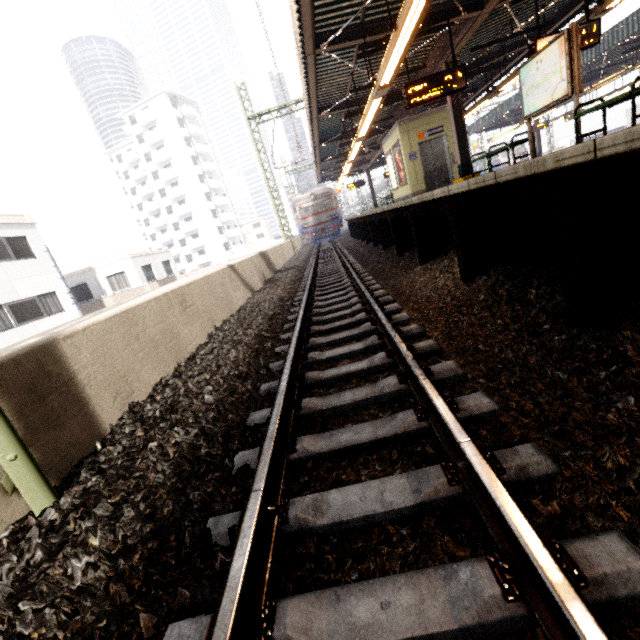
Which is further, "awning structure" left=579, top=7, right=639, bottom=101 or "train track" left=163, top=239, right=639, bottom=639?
"awning structure" left=579, top=7, right=639, bottom=101

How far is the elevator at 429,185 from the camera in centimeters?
1270cm

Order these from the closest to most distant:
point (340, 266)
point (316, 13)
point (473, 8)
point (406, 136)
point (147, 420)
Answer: point (147, 420), point (316, 13), point (473, 8), point (340, 266), point (406, 136)

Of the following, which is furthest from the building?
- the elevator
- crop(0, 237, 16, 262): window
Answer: the elevator

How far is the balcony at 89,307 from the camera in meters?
21.1

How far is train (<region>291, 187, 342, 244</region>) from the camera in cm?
2555

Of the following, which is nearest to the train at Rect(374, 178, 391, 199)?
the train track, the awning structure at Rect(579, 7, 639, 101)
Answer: the train track

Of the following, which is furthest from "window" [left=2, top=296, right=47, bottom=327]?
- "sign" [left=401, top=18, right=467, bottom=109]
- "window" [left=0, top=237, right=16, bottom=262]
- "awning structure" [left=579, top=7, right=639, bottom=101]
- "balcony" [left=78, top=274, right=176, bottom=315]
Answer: "awning structure" [left=579, top=7, right=639, bottom=101]
